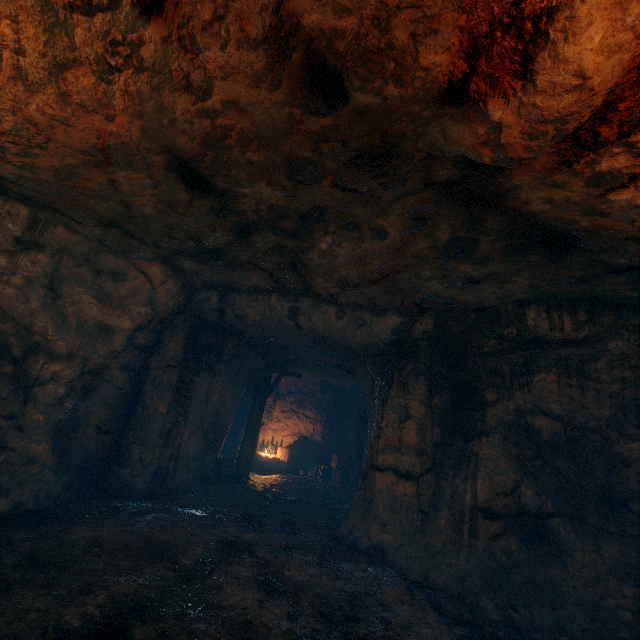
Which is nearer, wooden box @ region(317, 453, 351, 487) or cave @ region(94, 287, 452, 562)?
cave @ region(94, 287, 452, 562)

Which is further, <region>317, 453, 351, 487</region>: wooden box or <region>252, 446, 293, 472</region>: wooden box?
<region>252, 446, 293, 472</region>: wooden box

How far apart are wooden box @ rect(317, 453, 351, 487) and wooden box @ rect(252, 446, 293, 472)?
1.57m

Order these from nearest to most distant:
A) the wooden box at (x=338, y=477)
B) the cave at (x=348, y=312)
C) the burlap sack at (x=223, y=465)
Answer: the cave at (x=348, y=312)
the burlap sack at (x=223, y=465)
the wooden box at (x=338, y=477)

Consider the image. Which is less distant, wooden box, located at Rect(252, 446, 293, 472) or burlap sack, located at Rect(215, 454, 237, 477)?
burlap sack, located at Rect(215, 454, 237, 477)

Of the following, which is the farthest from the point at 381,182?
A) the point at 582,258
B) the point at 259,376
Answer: the point at 259,376

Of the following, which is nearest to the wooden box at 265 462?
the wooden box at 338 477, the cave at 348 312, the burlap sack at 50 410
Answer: the cave at 348 312

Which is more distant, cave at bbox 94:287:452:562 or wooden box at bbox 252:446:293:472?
wooden box at bbox 252:446:293:472
